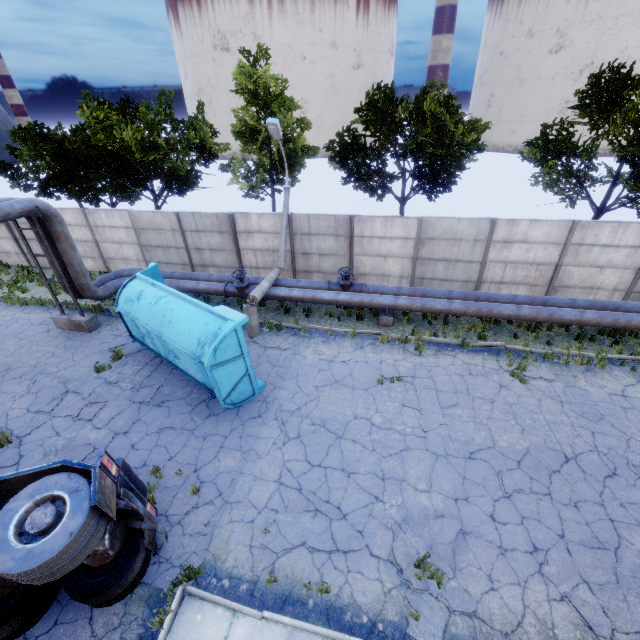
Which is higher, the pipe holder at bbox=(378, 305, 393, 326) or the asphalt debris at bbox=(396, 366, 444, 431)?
the pipe holder at bbox=(378, 305, 393, 326)

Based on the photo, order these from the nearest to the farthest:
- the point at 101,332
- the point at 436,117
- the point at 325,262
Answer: the point at 101,332, the point at 436,117, the point at 325,262

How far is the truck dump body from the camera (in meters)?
8.79

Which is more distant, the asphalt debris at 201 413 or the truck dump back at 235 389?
the asphalt debris at 201 413

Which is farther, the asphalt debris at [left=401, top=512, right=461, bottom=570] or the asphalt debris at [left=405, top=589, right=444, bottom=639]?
the asphalt debris at [left=401, top=512, right=461, bottom=570]

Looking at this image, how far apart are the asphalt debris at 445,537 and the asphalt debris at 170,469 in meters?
4.3 m

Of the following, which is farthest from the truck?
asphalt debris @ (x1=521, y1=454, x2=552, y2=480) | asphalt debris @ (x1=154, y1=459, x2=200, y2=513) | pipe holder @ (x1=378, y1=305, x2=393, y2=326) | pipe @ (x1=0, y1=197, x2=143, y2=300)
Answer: pipe holder @ (x1=378, y1=305, x2=393, y2=326)

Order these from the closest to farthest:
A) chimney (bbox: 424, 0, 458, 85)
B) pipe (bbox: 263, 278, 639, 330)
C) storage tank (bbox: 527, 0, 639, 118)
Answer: pipe (bbox: 263, 278, 639, 330), storage tank (bbox: 527, 0, 639, 118), chimney (bbox: 424, 0, 458, 85)
